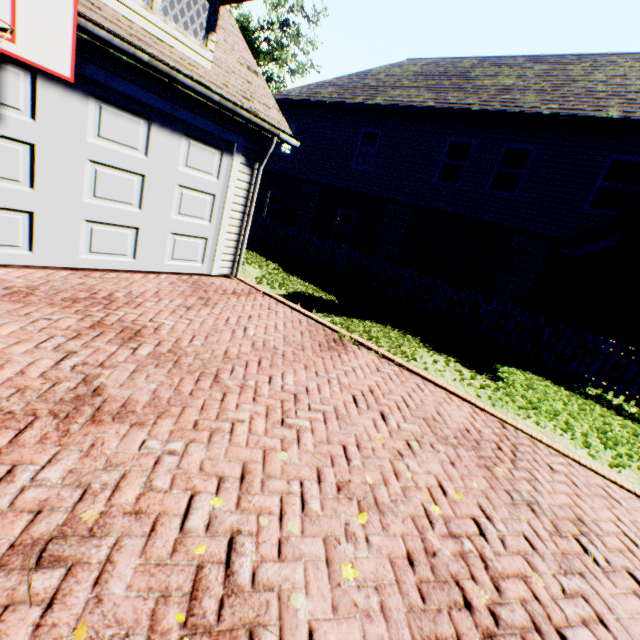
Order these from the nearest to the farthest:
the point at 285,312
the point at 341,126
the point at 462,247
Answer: the point at 285,312, the point at 462,247, the point at 341,126

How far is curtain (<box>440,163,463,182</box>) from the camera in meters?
12.4

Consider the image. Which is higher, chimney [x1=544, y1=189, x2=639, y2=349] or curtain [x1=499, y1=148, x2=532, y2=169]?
curtain [x1=499, y1=148, x2=532, y2=169]

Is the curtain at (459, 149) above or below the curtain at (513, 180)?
above

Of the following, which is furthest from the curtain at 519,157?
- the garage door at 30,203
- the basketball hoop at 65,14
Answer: the basketball hoop at 65,14

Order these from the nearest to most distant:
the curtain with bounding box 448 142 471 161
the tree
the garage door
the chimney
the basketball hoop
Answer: the basketball hoop < the garage door < the chimney < the curtain with bounding box 448 142 471 161 < the tree

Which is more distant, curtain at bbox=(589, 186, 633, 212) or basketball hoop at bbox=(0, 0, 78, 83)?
curtain at bbox=(589, 186, 633, 212)

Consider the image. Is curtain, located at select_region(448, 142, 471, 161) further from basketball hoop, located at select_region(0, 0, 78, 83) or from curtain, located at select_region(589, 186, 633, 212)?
basketball hoop, located at select_region(0, 0, 78, 83)
